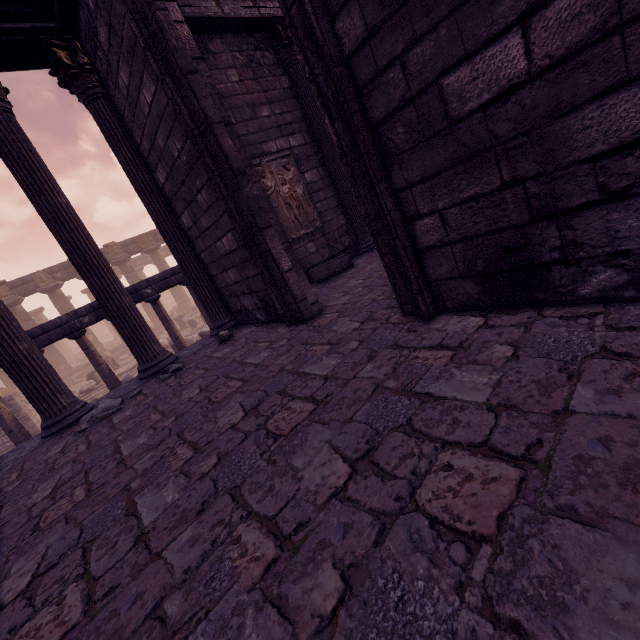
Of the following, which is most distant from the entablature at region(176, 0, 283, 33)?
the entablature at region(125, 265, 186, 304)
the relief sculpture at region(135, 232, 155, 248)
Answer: the relief sculpture at region(135, 232, 155, 248)

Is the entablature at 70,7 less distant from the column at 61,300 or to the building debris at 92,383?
the building debris at 92,383

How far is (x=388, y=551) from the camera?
1.1m

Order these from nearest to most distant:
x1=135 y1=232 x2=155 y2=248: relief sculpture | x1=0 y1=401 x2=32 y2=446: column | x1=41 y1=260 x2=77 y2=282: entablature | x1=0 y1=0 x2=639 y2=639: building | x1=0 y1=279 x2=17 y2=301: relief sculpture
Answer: x1=0 y1=0 x2=639 y2=639: building
x1=0 y1=401 x2=32 y2=446: column
x1=0 y1=279 x2=17 y2=301: relief sculpture
x1=41 y1=260 x2=77 y2=282: entablature
x1=135 y1=232 x2=155 y2=248: relief sculpture

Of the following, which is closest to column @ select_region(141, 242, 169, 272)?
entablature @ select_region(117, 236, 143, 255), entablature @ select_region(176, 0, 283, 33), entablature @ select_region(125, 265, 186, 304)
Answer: entablature @ select_region(117, 236, 143, 255)

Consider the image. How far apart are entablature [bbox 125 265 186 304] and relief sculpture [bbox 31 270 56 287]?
15.6 meters

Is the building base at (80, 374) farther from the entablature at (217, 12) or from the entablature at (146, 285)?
the entablature at (217, 12)

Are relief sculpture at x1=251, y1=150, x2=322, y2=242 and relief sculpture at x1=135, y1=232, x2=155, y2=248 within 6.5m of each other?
no
